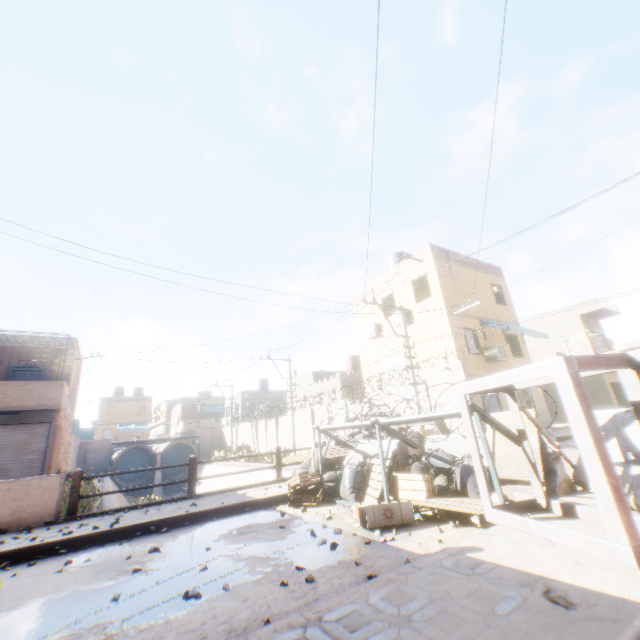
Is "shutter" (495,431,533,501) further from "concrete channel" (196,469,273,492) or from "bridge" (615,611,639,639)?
"concrete channel" (196,469,273,492)

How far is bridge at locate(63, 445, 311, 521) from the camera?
6.8m

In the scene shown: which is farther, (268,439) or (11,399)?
(268,439)

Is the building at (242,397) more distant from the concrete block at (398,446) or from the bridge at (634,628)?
the bridge at (634,628)

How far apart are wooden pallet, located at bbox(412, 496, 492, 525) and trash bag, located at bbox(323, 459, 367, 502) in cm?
161

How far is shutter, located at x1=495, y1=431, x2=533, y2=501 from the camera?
4.9 meters

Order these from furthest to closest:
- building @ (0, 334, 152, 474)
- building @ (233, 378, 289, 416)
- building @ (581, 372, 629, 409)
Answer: building @ (233, 378, 289, 416), building @ (581, 372, 629, 409), building @ (0, 334, 152, 474)

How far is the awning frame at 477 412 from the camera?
4.1m
